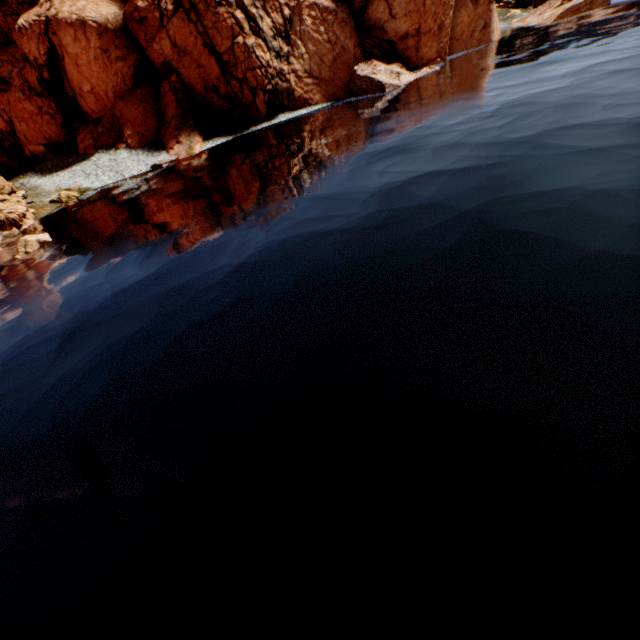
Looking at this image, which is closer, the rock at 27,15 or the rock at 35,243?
the rock at 35,243

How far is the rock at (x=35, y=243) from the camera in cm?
2164

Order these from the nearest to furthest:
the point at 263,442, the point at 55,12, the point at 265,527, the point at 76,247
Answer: the point at 265,527
the point at 263,442
the point at 76,247
the point at 55,12

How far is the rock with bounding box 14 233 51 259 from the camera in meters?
21.6

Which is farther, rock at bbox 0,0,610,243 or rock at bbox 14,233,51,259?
rock at bbox 0,0,610,243

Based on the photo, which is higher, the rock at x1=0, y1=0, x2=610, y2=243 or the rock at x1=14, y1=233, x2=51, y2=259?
the rock at x1=0, y1=0, x2=610, y2=243
